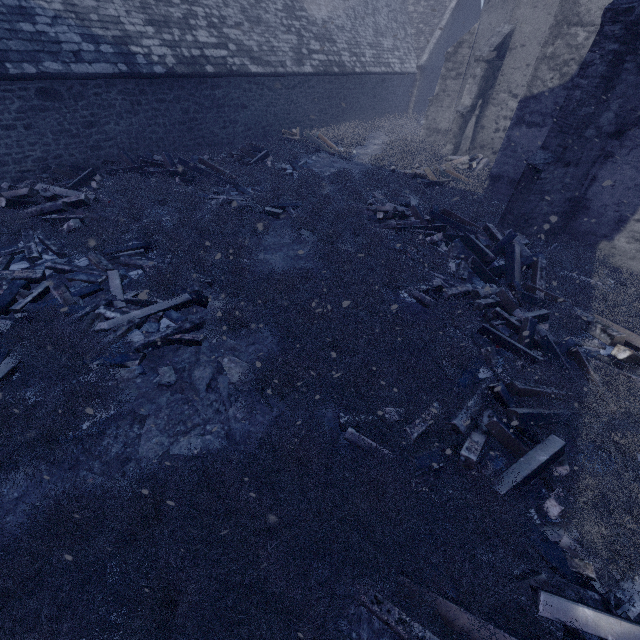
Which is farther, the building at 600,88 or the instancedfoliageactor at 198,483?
the building at 600,88

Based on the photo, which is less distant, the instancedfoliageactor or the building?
the instancedfoliageactor

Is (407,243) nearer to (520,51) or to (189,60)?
(189,60)

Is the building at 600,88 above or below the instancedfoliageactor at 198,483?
above

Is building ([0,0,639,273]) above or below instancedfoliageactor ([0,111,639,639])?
above
